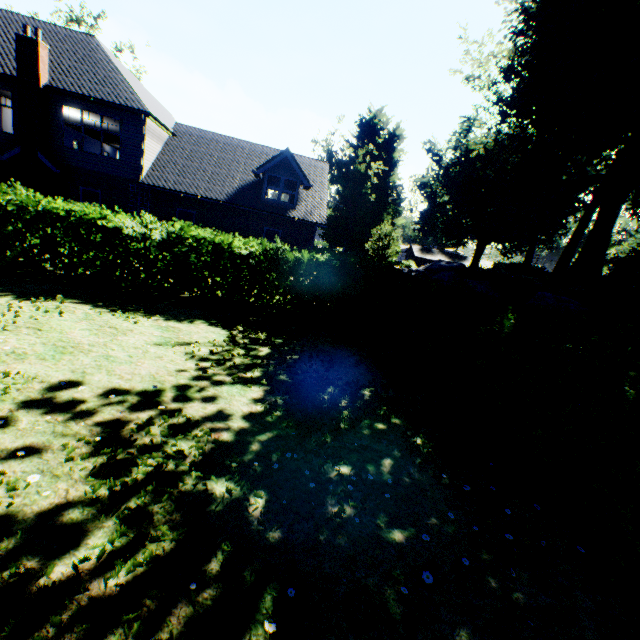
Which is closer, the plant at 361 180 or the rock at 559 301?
the rock at 559 301

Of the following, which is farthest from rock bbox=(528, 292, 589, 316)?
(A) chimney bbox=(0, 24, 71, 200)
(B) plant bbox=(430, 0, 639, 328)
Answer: (A) chimney bbox=(0, 24, 71, 200)

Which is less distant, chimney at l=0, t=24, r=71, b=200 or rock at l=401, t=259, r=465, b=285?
chimney at l=0, t=24, r=71, b=200

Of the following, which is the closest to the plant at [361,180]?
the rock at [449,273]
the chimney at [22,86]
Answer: the rock at [449,273]

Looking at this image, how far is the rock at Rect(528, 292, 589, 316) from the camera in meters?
15.4 m

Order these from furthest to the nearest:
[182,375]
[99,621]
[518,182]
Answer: [518,182] → [182,375] → [99,621]

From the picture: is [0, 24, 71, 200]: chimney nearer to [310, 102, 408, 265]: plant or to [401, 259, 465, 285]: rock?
[310, 102, 408, 265]: plant

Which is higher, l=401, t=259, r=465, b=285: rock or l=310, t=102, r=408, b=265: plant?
l=310, t=102, r=408, b=265: plant
